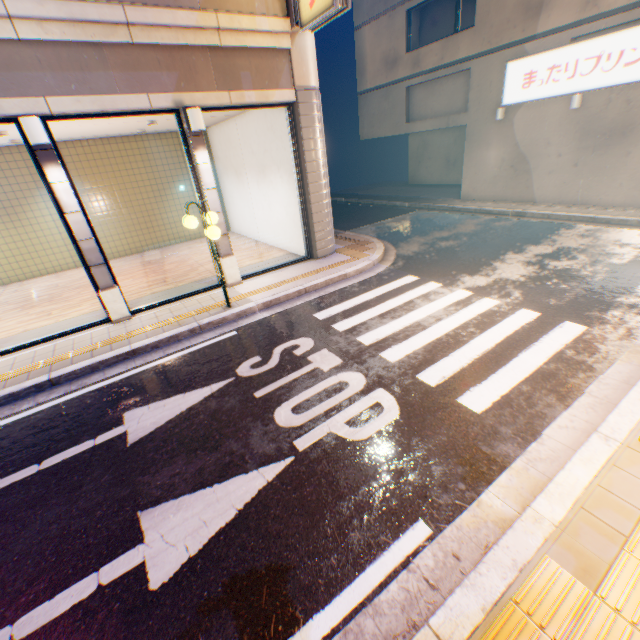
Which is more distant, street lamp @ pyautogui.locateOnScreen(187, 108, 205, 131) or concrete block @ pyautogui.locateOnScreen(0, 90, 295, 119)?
street lamp @ pyautogui.locateOnScreen(187, 108, 205, 131)

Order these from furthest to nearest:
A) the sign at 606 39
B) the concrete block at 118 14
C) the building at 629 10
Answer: the building at 629 10, the sign at 606 39, the concrete block at 118 14

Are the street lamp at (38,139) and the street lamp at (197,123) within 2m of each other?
no

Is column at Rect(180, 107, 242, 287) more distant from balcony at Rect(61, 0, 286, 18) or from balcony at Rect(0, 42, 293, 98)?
balcony at Rect(61, 0, 286, 18)

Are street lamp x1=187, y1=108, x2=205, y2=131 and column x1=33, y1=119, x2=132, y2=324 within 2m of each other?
no

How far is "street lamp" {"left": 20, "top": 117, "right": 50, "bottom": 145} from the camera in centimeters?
553cm

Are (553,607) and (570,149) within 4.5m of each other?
no

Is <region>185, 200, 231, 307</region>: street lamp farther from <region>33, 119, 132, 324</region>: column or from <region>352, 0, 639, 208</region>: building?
<region>352, 0, 639, 208</region>: building
